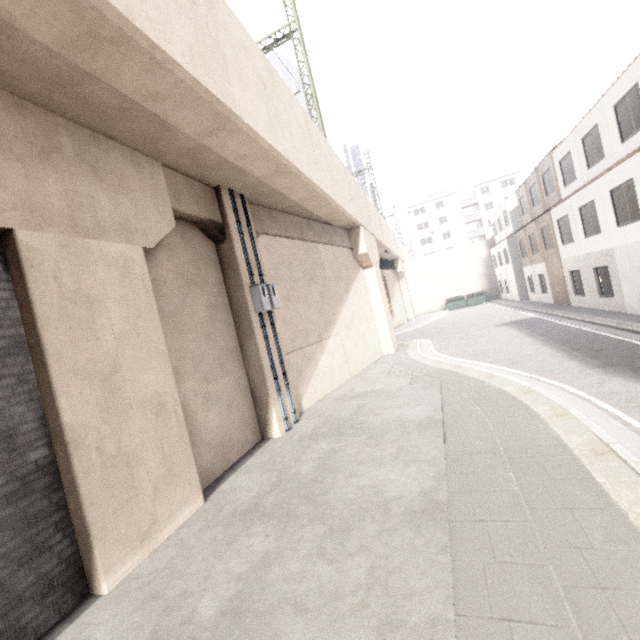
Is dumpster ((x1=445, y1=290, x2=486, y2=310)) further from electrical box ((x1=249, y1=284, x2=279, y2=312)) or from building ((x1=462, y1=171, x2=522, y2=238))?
→ electrical box ((x1=249, y1=284, x2=279, y2=312))

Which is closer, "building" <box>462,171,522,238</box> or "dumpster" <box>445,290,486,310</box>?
"dumpster" <box>445,290,486,310</box>

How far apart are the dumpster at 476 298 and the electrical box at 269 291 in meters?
33.2

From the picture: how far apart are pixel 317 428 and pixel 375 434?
1.9m

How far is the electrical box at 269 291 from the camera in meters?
8.8

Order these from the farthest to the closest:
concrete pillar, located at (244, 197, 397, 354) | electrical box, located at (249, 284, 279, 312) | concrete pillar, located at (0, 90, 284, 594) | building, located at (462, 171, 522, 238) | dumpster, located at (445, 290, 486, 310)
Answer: building, located at (462, 171, 522, 238) < dumpster, located at (445, 290, 486, 310) < concrete pillar, located at (244, 197, 397, 354) < electrical box, located at (249, 284, 279, 312) < concrete pillar, located at (0, 90, 284, 594)

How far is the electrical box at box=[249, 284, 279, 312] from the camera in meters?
8.8

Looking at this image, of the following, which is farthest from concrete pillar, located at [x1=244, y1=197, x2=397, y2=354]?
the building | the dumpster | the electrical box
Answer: the dumpster
